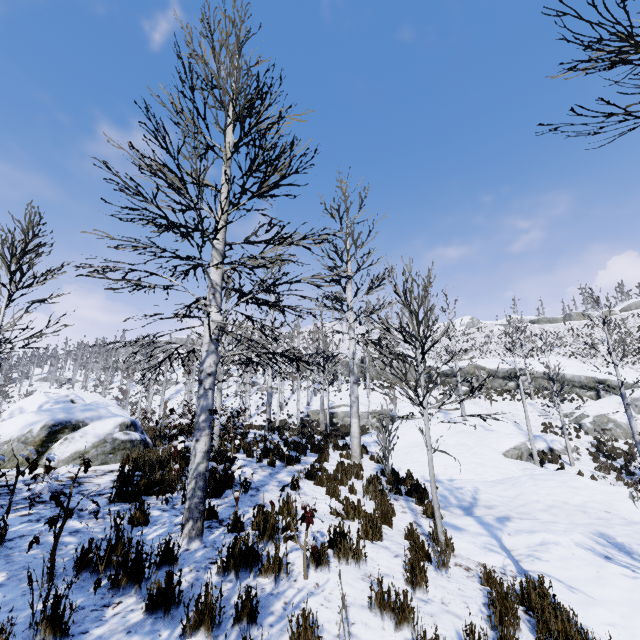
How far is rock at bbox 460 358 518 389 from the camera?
32.66m

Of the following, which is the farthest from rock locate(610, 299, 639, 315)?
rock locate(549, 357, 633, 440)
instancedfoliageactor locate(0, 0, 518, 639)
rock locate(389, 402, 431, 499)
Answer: instancedfoliageactor locate(0, 0, 518, 639)

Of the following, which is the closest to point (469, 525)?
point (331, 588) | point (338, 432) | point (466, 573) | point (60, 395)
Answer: point (466, 573)

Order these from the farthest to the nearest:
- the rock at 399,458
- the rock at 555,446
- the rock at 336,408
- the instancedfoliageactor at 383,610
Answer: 1. the rock at 336,408
2. the rock at 555,446
3. the rock at 399,458
4. the instancedfoliageactor at 383,610

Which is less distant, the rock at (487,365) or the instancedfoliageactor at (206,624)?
the instancedfoliageactor at (206,624)

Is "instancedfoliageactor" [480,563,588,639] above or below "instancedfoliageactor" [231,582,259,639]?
below

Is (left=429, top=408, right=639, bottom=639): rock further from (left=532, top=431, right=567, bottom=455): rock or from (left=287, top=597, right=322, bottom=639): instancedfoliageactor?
(left=532, top=431, right=567, bottom=455): rock
